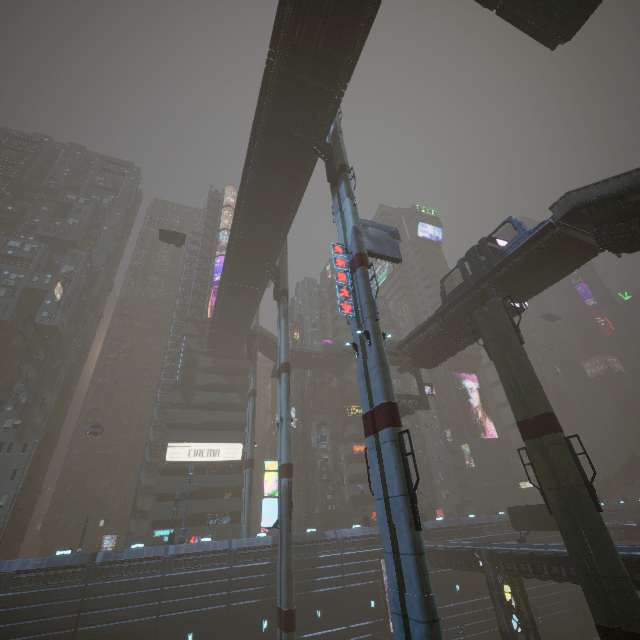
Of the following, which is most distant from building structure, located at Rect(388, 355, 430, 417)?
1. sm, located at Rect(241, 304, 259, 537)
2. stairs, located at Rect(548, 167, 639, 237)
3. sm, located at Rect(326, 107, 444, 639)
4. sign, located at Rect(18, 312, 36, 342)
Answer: sign, located at Rect(18, 312, 36, 342)

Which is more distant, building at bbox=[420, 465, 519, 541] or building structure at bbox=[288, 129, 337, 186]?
building at bbox=[420, 465, 519, 541]

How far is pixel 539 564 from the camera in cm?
2453

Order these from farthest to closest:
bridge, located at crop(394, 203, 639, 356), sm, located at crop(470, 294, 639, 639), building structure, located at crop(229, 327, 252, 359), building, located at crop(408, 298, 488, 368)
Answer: building structure, located at crop(229, 327, 252, 359), building, located at crop(408, 298, 488, 368), bridge, located at crop(394, 203, 639, 356), sm, located at crop(470, 294, 639, 639)

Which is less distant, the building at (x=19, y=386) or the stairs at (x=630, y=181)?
the stairs at (x=630, y=181)

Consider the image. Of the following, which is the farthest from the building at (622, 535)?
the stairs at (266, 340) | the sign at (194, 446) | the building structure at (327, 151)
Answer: the building structure at (327, 151)

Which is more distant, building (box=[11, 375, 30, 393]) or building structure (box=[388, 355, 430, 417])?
building (box=[11, 375, 30, 393])

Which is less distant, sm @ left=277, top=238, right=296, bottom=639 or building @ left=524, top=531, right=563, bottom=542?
sm @ left=277, top=238, right=296, bottom=639
